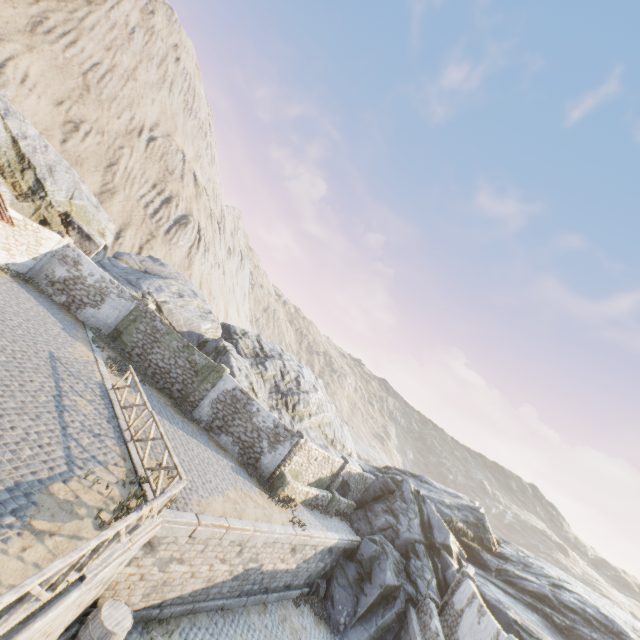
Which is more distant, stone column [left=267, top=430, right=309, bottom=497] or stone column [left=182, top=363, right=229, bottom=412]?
stone column [left=182, top=363, right=229, bottom=412]

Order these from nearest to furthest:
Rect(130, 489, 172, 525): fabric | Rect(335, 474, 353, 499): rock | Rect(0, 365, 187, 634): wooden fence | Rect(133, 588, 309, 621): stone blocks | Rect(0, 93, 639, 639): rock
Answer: Rect(0, 365, 187, 634): wooden fence, Rect(130, 489, 172, 525): fabric, Rect(133, 588, 309, 621): stone blocks, Rect(0, 93, 639, 639): rock, Rect(335, 474, 353, 499): rock

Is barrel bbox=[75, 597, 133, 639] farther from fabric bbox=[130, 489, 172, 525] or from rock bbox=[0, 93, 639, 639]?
rock bbox=[0, 93, 639, 639]

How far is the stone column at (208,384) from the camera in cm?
1788

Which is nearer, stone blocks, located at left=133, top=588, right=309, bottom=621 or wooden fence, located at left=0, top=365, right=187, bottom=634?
wooden fence, located at left=0, top=365, right=187, bottom=634

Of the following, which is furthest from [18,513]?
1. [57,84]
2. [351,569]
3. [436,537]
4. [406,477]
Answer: [57,84]

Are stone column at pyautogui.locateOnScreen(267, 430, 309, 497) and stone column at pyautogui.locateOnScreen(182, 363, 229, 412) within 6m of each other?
yes

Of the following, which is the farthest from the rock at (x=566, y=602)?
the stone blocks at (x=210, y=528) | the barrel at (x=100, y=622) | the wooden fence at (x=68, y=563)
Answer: the barrel at (x=100, y=622)
